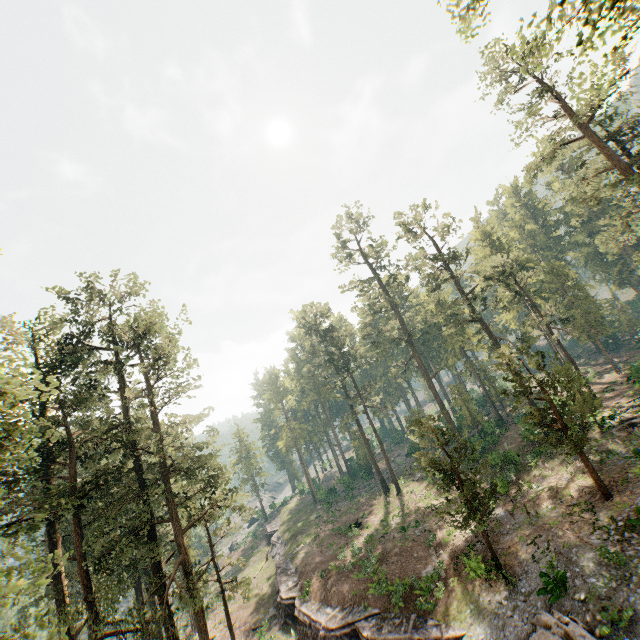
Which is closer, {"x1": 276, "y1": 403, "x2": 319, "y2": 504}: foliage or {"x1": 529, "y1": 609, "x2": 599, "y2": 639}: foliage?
{"x1": 529, "y1": 609, "x2": 599, "y2": 639}: foliage

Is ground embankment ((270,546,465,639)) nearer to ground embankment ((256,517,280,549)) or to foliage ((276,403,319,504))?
foliage ((276,403,319,504))

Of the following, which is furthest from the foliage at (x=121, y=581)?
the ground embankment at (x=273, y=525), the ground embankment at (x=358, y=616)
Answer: the ground embankment at (x=273, y=525)

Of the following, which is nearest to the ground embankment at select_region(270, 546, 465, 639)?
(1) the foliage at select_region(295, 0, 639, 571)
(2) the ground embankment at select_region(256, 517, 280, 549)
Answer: (1) the foliage at select_region(295, 0, 639, 571)

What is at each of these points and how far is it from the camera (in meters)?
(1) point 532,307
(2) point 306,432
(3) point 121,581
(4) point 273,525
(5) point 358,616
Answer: (1) foliage, 45.94
(2) foliage, 56.66
(3) foliage, 19.28
(4) ground embankment, 55.56
(5) ground embankment, 22.39

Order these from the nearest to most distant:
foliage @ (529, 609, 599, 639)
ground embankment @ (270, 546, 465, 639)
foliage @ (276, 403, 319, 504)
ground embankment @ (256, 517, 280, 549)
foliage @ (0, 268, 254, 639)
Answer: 1. foliage @ (529, 609, 599, 639)
2. foliage @ (0, 268, 254, 639)
3. ground embankment @ (270, 546, 465, 639)
4. ground embankment @ (256, 517, 280, 549)
5. foliage @ (276, 403, 319, 504)
